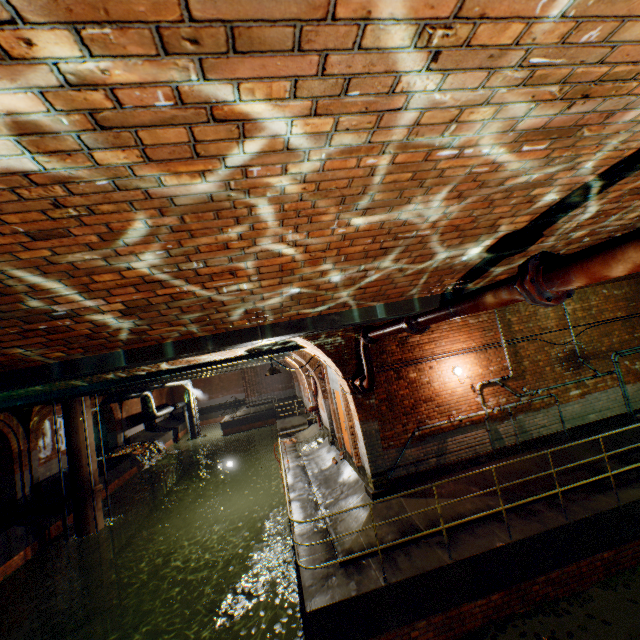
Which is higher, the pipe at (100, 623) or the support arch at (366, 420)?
the support arch at (366, 420)

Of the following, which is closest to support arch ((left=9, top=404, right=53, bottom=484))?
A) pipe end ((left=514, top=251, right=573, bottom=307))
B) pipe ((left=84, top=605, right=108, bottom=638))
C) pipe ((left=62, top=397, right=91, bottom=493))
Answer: pipe ((left=62, top=397, right=91, bottom=493))

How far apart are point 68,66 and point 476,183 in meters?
1.7

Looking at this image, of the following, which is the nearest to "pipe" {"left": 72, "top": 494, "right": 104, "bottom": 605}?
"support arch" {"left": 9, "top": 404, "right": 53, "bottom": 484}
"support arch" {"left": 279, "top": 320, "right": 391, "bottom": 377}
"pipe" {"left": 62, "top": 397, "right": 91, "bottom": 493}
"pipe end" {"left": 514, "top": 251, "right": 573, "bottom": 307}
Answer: "pipe" {"left": 62, "top": 397, "right": 91, "bottom": 493}

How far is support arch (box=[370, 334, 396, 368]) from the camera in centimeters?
759cm

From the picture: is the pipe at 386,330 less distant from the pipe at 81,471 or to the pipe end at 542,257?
the pipe end at 542,257

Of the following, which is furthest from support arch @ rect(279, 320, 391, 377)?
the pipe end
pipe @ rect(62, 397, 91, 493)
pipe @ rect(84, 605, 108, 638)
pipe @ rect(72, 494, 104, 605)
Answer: pipe @ rect(84, 605, 108, 638)

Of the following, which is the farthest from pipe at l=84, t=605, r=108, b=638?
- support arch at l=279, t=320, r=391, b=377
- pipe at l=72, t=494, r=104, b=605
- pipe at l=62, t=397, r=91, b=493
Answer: support arch at l=279, t=320, r=391, b=377
